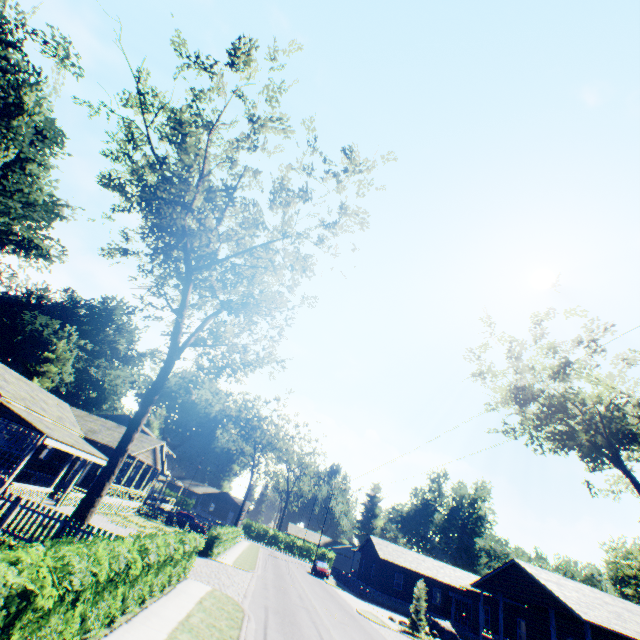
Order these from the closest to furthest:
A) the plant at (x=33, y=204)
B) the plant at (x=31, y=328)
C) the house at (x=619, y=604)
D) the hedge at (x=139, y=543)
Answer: the hedge at (x=139, y=543)
the house at (x=619, y=604)
the plant at (x=33, y=204)
the plant at (x=31, y=328)

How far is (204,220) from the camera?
19.30m

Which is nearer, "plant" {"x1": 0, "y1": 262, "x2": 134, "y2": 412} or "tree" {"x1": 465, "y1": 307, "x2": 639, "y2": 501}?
"tree" {"x1": 465, "y1": 307, "x2": 639, "y2": 501}

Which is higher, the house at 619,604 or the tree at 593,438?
the tree at 593,438

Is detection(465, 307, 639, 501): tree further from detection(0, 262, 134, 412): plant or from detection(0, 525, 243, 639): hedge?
detection(0, 262, 134, 412): plant

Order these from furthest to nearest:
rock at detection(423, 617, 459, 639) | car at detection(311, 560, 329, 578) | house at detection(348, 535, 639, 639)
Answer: car at detection(311, 560, 329, 578) → rock at detection(423, 617, 459, 639) → house at detection(348, 535, 639, 639)

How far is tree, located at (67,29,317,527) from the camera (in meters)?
14.28

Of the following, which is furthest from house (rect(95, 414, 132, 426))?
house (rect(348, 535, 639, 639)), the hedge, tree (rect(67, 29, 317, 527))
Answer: house (rect(348, 535, 639, 639))
